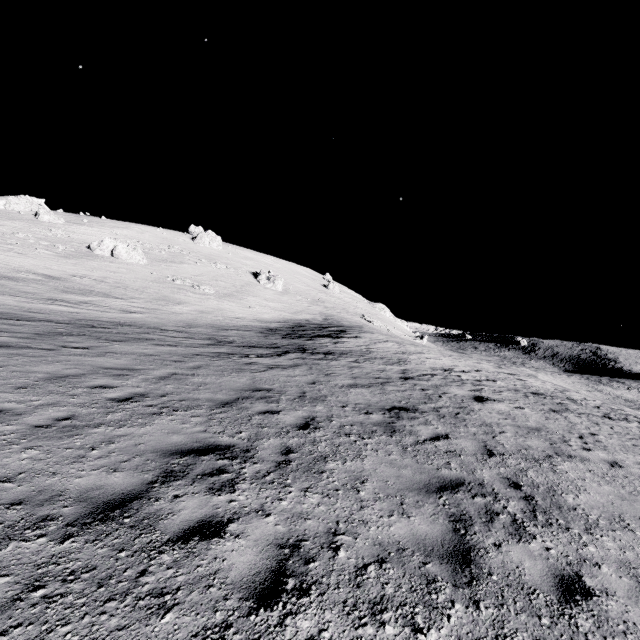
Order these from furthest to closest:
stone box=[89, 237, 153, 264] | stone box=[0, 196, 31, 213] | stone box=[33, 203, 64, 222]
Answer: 1. stone box=[0, 196, 31, 213]
2. stone box=[33, 203, 64, 222]
3. stone box=[89, 237, 153, 264]

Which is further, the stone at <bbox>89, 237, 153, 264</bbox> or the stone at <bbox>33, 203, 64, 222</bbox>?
the stone at <bbox>33, 203, 64, 222</bbox>

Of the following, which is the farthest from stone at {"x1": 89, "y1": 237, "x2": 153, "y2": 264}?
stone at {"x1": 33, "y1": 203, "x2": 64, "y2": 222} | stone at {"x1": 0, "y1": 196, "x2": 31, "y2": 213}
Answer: stone at {"x1": 0, "y1": 196, "x2": 31, "y2": 213}

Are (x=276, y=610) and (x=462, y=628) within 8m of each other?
yes

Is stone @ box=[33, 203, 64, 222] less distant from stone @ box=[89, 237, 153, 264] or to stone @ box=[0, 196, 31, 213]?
stone @ box=[0, 196, 31, 213]

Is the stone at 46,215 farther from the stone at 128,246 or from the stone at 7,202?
the stone at 128,246
